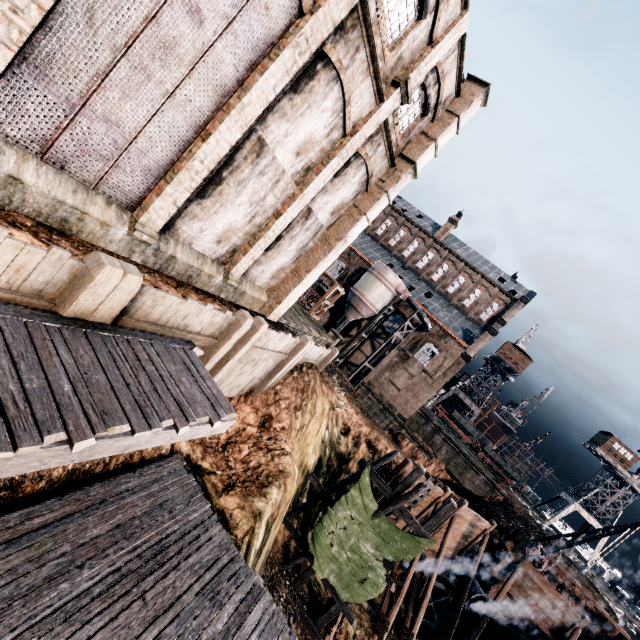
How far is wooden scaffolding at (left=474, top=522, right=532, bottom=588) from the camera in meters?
24.5

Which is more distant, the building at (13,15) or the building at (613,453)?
the building at (613,453)

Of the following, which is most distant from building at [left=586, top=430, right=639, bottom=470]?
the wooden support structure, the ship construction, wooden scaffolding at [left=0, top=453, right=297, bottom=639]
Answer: wooden scaffolding at [left=0, top=453, right=297, bottom=639]

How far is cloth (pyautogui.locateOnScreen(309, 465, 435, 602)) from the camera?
15.2 meters

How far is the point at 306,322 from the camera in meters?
25.4

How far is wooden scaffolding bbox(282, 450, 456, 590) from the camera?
15.66m

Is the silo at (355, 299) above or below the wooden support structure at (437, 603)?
above

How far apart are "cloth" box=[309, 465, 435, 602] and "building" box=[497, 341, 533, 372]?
49.2m
